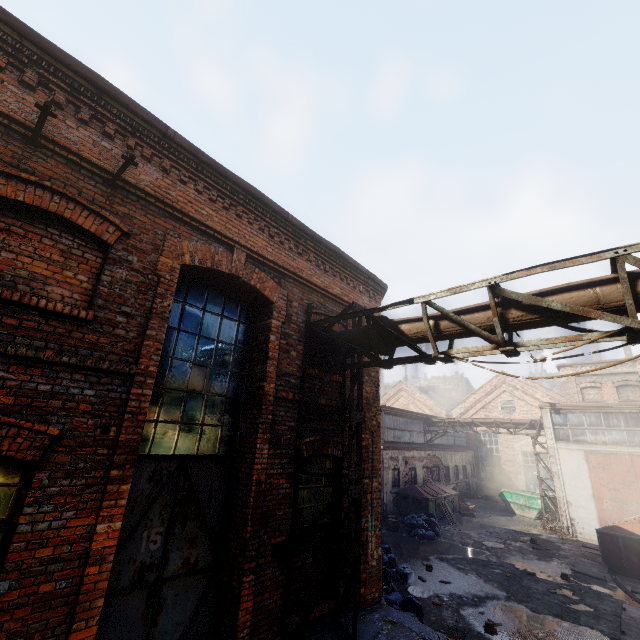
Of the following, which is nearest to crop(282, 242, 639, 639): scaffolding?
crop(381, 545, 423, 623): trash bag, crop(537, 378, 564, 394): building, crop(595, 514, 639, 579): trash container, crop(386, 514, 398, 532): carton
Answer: crop(381, 545, 423, 623): trash bag

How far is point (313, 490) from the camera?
6.4 meters

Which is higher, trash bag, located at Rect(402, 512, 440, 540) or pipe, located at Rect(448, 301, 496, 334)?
pipe, located at Rect(448, 301, 496, 334)

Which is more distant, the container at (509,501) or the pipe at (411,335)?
the container at (509,501)

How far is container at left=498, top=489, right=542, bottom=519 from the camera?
20.7 meters

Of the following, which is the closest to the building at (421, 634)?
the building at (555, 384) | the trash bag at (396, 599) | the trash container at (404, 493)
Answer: the trash bag at (396, 599)

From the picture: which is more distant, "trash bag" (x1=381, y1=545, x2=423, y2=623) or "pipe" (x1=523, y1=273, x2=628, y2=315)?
"trash bag" (x1=381, y1=545, x2=423, y2=623)

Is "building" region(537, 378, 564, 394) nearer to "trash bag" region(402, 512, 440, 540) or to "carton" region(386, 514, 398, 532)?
"trash bag" region(402, 512, 440, 540)
